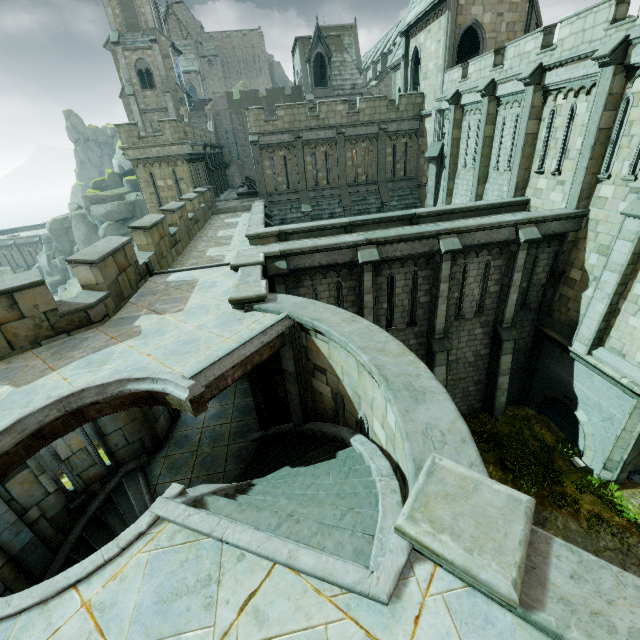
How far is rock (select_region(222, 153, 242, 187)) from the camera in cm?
4050

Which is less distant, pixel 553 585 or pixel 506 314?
pixel 553 585

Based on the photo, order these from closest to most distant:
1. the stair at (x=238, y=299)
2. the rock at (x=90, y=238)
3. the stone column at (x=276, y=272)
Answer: the stair at (x=238, y=299), the stone column at (x=276, y=272), the rock at (x=90, y=238)

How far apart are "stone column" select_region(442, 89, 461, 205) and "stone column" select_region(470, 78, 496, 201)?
2.66m

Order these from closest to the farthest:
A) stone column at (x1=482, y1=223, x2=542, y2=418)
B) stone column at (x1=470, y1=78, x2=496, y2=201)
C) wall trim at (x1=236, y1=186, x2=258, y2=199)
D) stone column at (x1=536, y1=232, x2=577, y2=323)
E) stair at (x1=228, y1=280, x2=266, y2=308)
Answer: stair at (x1=228, y1=280, x2=266, y2=308) < stone column at (x1=482, y1=223, x2=542, y2=418) < stone column at (x1=536, y1=232, x2=577, y2=323) < stone column at (x1=470, y1=78, x2=496, y2=201) < wall trim at (x1=236, y1=186, x2=258, y2=199)

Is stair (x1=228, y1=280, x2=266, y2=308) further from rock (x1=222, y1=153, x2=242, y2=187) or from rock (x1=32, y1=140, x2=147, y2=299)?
rock (x1=222, y1=153, x2=242, y2=187)

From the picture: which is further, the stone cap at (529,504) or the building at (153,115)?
the building at (153,115)

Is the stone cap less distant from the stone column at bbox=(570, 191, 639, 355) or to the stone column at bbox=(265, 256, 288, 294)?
the stone column at bbox=(265, 256, 288, 294)
